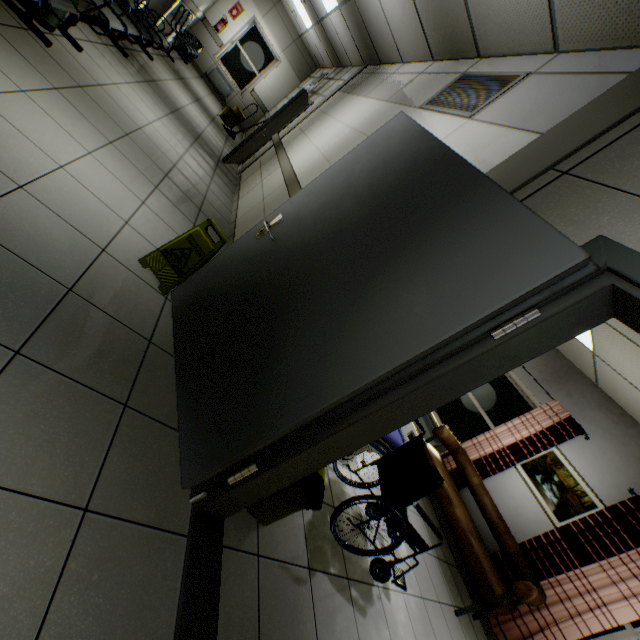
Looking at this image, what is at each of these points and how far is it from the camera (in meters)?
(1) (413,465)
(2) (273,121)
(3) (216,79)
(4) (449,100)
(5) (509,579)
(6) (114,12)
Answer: (1) wheelchair, 2.65
(2) door, 6.07
(3) radiator, 10.52
(4) ventilation grill, 2.90
(5) curtain, 4.30
(6) chair, 3.88

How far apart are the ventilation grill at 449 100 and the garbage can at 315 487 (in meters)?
2.74

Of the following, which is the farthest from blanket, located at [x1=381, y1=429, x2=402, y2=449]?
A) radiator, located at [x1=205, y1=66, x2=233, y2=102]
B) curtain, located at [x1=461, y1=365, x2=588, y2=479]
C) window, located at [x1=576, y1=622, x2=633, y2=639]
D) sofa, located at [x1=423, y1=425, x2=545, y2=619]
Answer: radiator, located at [x1=205, y1=66, x2=233, y2=102]

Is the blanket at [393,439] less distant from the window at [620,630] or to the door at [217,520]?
the door at [217,520]

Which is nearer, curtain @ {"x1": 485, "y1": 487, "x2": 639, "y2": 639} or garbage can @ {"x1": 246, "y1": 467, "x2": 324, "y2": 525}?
garbage can @ {"x1": 246, "y1": 467, "x2": 324, "y2": 525}

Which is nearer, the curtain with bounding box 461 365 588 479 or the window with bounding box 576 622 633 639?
the window with bounding box 576 622 633 639

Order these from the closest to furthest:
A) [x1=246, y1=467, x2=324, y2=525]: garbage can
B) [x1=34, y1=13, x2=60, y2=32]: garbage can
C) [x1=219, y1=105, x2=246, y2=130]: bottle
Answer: [x1=246, y1=467, x2=324, y2=525]: garbage can < [x1=34, y1=13, x2=60, y2=32]: garbage can < [x1=219, y1=105, x2=246, y2=130]: bottle
